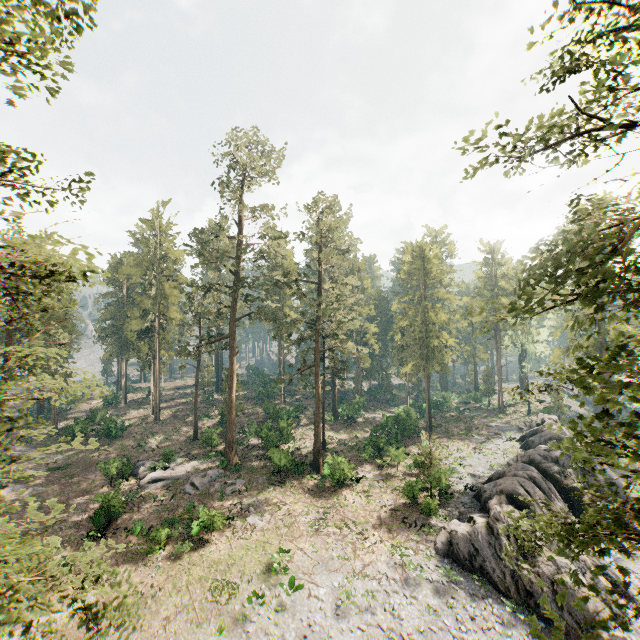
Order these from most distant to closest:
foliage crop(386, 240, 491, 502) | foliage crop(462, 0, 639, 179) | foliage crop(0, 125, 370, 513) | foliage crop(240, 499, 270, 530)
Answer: foliage crop(386, 240, 491, 502)
foliage crop(240, 499, 270, 530)
foliage crop(0, 125, 370, 513)
foliage crop(462, 0, 639, 179)

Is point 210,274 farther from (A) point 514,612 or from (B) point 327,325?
(A) point 514,612

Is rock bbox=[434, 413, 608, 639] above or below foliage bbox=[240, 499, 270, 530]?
below

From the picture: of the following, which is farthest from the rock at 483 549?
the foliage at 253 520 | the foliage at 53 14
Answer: the foliage at 253 520

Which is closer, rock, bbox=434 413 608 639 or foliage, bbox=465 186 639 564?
foliage, bbox=465 186 639 564

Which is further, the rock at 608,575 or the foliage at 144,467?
the rock at 608,575

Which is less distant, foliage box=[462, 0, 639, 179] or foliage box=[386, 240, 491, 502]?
foliage box=[462, 0, 639, 179]

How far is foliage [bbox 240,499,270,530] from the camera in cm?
2555
